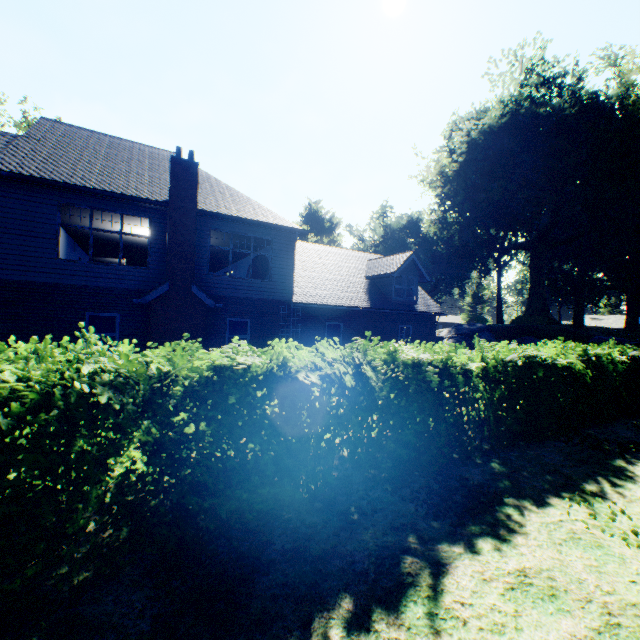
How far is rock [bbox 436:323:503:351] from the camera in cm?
2908

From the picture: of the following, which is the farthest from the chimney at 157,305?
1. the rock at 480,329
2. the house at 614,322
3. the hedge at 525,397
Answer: the house at 614,322

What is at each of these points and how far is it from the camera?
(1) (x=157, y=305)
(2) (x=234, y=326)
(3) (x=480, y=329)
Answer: (1) chimney, 12.1m
(2) curtain, 14.3m
(3) rock, 31.0m

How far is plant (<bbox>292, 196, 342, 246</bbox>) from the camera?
47.2m

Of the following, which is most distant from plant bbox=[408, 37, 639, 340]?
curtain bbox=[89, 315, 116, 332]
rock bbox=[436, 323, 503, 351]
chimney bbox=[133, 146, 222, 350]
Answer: curtain bbox=[89, 315, 116, 332]

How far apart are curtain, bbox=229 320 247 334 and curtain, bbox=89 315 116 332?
3.9m

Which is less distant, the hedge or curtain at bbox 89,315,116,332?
the hedge

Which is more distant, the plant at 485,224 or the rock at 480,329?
the rock at 480,329
